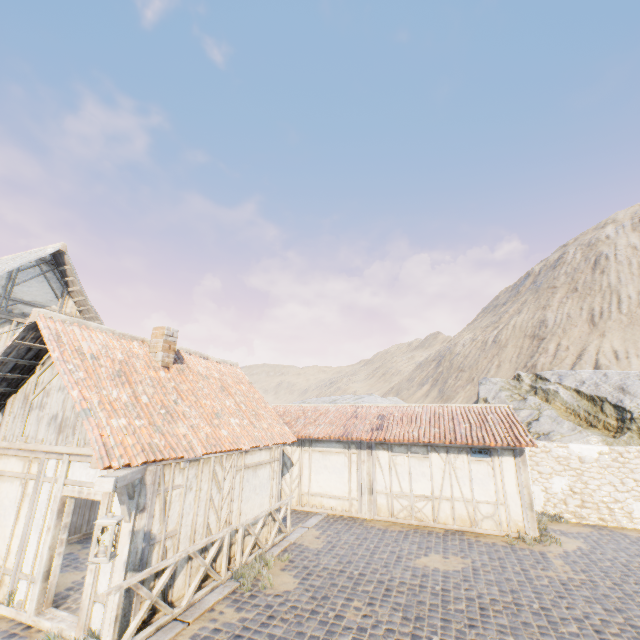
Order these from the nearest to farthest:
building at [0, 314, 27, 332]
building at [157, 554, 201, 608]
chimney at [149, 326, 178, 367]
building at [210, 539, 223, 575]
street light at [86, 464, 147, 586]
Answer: street light at [86, 464, 147, 586] → building at [157, 554, 201, 608] → building at [210, 539, 223, 575] → chimney at [149, 326, 178, 367] → building at [0, 314, 27, 332]

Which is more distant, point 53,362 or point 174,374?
point 174,374

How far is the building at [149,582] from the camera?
6.0m

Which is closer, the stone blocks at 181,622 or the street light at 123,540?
the street light at 123,540

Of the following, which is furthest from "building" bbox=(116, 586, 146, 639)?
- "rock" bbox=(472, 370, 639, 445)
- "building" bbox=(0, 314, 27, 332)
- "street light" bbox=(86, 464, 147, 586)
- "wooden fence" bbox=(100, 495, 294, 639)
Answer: "rock" bbox=(472, 370, 639, 445)

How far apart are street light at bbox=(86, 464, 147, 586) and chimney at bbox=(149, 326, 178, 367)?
3.51m

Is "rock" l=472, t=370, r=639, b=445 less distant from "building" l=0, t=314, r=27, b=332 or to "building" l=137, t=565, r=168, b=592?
"building" l=137, t=565, r=168, b=592
